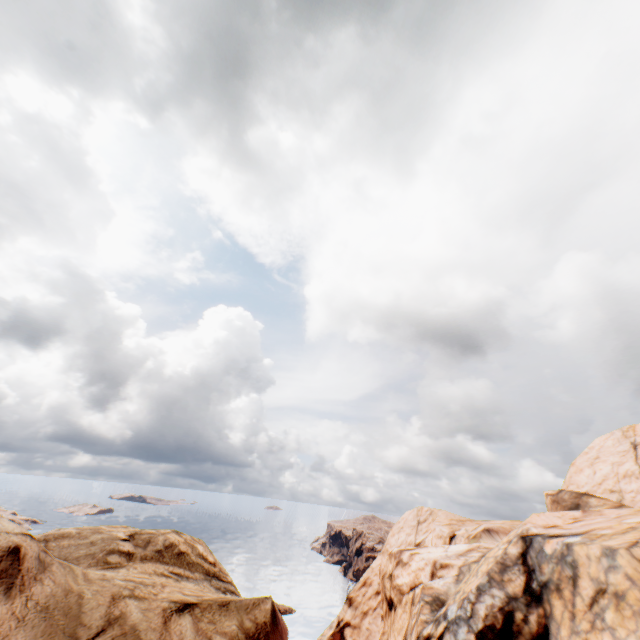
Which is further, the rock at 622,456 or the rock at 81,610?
the rock at 622,456

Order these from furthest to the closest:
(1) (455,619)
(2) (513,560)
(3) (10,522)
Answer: (2) (513,560) < (1) (455,619) < (3) (10,522)

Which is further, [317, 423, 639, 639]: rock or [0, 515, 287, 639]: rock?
[317, 423, 639, 639]: rock
